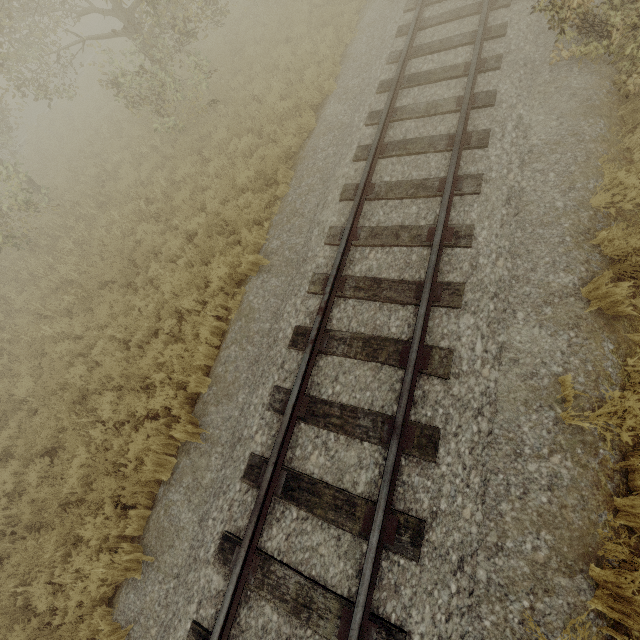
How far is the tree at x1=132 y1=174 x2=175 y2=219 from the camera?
9.3m

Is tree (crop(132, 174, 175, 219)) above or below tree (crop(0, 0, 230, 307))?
below

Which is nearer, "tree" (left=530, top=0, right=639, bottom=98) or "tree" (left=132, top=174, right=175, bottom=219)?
"tree" (left=530, top=0, right=639, bottom=98)

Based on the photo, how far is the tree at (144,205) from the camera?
9.3m

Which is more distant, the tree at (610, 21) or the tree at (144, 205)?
the tree at (144, 205)

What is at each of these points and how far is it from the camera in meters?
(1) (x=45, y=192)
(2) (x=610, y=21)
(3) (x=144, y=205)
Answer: (1) tree, 12.4
(2) tree, 4.5
(3) tree, 9.6
